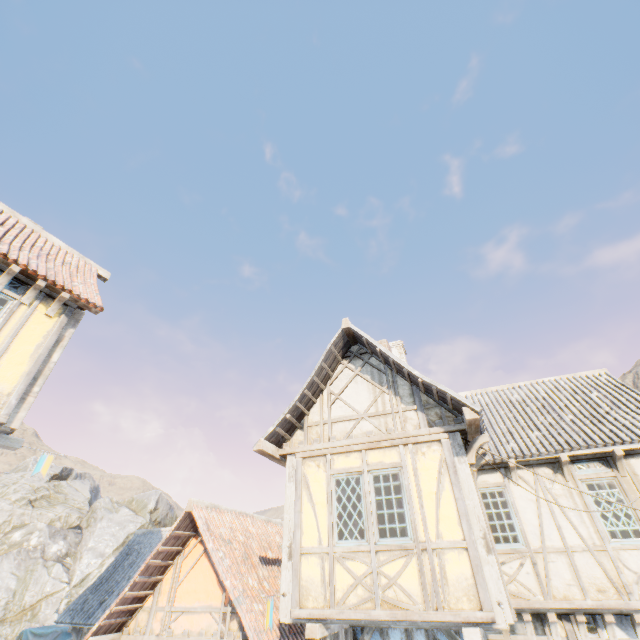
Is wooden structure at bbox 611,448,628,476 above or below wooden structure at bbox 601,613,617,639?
above

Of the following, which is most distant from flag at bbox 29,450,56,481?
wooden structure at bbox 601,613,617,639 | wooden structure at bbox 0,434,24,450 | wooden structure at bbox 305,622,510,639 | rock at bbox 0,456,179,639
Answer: wooden structure at bbox 601,613,617,639

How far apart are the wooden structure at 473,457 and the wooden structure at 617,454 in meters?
3.3

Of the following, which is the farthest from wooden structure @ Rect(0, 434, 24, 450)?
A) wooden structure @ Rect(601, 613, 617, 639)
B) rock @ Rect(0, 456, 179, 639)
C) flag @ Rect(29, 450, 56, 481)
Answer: wooden structure @ Rect(601, 613, 617, 639)

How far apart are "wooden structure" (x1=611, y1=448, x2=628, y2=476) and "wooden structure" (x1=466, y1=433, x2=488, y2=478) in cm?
330

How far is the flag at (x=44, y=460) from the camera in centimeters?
669cm

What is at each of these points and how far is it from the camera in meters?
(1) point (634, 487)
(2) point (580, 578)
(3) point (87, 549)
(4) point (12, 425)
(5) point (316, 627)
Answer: (1) building, 7.6 m
(2) building, 7.1 m
(3) rock, 29.4 m
(4) building, 6.3 m
(5) wooden structure, 5.8 m

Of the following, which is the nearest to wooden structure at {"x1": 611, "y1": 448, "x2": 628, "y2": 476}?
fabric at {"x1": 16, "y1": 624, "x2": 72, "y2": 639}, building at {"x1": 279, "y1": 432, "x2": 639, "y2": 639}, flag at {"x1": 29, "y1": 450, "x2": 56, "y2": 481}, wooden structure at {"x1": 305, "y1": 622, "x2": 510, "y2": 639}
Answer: building at {"x1": 279, "y1": 432, "x2": 639, "y2": 639}
